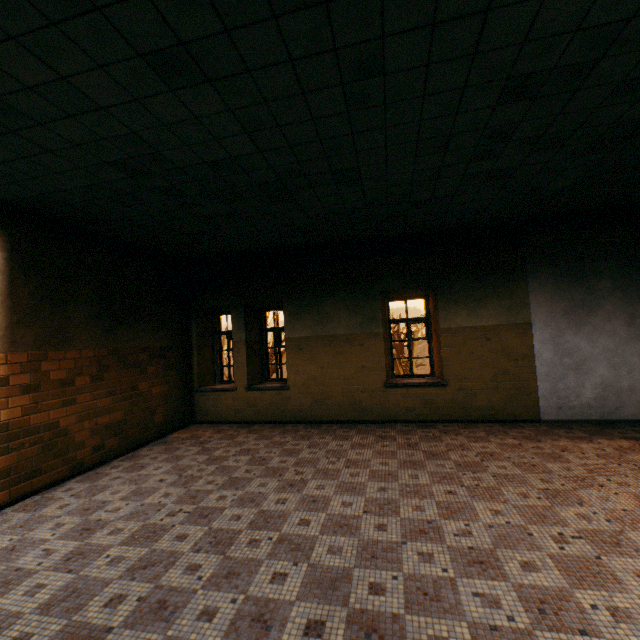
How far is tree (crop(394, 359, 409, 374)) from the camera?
21.7 meters

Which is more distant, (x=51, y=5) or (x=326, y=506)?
(x=326, y=506)

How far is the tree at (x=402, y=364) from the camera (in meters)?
21.67
